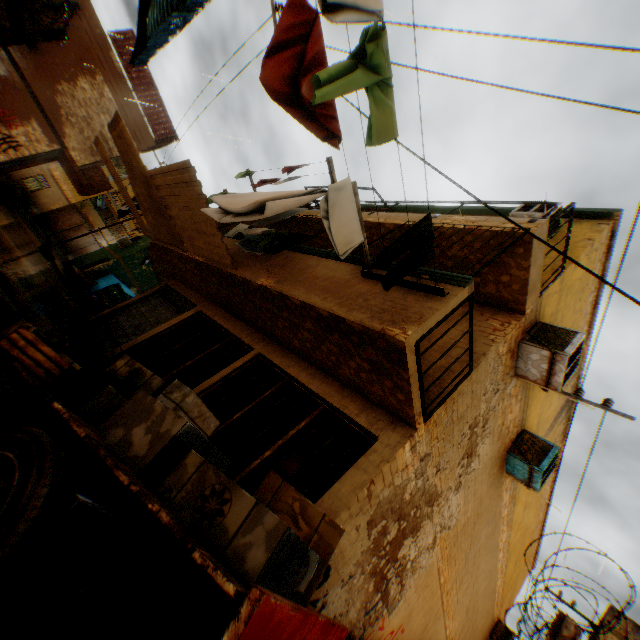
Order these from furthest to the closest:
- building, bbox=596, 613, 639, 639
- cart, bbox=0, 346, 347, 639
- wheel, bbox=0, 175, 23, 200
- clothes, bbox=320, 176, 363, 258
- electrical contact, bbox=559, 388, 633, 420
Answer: wheel, bbox=0, 175, 23, 200, building, bbox=596, 613, 639, 639, electrical contact, bbox=559, 388, 633, 420, clothes, bbox=320, 176, 363, 258, cart, bbox=0, 346, 347, 639

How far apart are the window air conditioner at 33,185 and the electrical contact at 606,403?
35.6m

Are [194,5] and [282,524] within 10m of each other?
yes

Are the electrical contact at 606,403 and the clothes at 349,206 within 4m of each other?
no

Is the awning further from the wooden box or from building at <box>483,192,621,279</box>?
the wooden box

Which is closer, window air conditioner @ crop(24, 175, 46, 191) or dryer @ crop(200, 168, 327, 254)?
dryer @ crop(200, 168, 327, 254)

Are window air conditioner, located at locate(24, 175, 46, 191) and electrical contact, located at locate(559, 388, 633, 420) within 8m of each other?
no

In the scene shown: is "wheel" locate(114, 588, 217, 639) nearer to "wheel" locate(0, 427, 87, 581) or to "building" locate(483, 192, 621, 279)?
"building" locate(483, 192, 621, 279)
